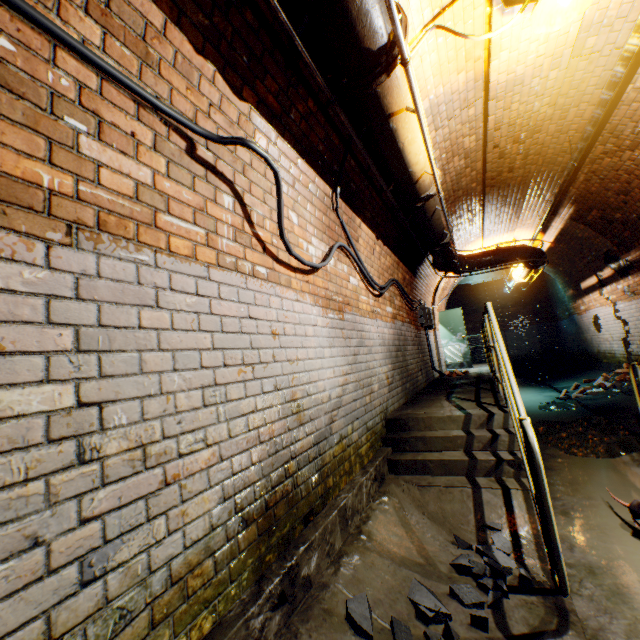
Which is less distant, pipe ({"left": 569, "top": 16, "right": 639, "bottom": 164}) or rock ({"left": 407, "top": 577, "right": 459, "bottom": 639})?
rock ({"left": 407, "top": 577, "right": 459, "bottom": 639})

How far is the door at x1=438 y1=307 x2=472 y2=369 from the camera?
11.08m

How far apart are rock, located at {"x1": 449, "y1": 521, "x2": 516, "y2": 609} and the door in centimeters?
900cm

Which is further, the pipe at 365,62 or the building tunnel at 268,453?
the pipe at 365,62

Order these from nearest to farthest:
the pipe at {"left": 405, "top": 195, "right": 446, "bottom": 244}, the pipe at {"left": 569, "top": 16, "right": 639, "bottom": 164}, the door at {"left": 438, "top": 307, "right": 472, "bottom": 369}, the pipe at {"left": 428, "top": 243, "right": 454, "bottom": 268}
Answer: the pipe at {"left": 569, "top": 16, "right": 639, "bottom": 164}
the pipe at {"left": 405, "top": 195, "right": 446, "bottom": 244}
the pipe at {"left": 428, "top": 243, "right": 454, "bottom": 268}
the door at {"left": 438, "top": 307, "right": 472, "bottom": 369}

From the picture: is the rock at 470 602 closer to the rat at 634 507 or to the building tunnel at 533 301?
the building tunnel at 533 301

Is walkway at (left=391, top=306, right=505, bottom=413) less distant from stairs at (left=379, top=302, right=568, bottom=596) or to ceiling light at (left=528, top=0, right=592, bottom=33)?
stairs at (left=379, top=302, right=568, bottom=596)

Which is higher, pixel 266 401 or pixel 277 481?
pixel 266 401
